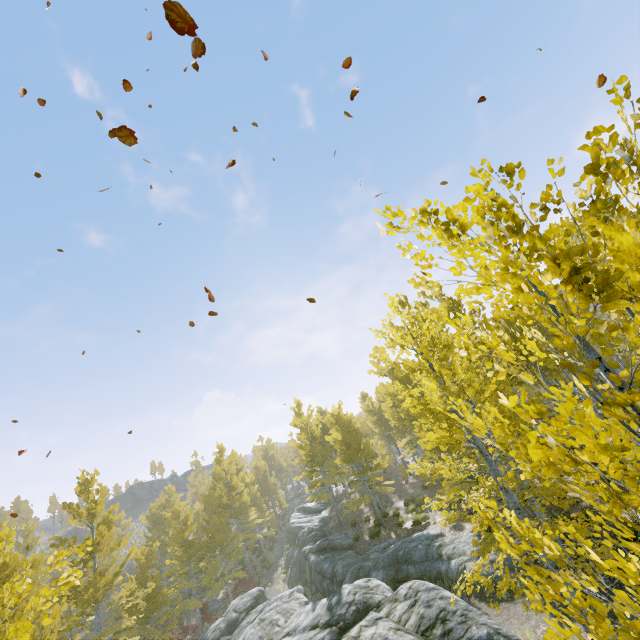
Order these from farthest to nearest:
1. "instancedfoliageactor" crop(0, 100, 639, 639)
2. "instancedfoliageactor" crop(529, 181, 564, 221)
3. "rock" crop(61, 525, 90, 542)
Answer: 1. "rock" crop(61, 525, 90, 542)
2. "instancedfoliageactor" crop(529, 181, 564, 221)
3. "instancedfoliageactor" crop(0, 100, 639, 639)

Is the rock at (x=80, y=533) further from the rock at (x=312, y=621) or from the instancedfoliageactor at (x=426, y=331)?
the rock at (x=312, y=621)

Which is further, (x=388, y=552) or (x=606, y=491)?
(x=388, y=552)

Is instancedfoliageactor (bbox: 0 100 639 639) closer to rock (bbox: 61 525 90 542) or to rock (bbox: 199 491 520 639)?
rock (bbox: 199 491 520 639)

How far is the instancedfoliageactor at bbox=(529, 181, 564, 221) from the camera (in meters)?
2.34

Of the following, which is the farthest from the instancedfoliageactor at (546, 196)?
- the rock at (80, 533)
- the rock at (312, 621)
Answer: the rock at (80, 533)

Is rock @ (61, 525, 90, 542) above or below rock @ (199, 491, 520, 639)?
above
